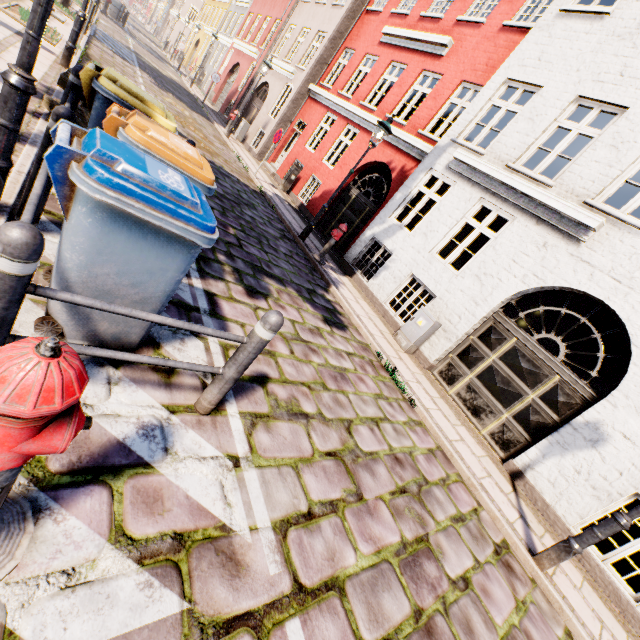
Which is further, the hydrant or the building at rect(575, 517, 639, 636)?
the building at rect(575, 517, 639, 636)

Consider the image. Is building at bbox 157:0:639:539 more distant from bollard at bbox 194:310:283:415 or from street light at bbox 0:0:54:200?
street light at bbox 0:0:54:200

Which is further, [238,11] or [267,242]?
[238,11]

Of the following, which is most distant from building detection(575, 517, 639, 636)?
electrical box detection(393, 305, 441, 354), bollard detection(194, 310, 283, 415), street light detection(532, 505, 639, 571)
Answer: bollard detection(194, 310, 283, 415)

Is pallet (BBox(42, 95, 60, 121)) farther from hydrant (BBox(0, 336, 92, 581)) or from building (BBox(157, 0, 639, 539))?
building (BBox(157, 0, 639, 539))

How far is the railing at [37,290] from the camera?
1.6m

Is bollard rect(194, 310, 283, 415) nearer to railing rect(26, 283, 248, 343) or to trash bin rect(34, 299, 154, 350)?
railing rect(26, 283, 248, 343)

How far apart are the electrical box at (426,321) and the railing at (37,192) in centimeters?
684cm
